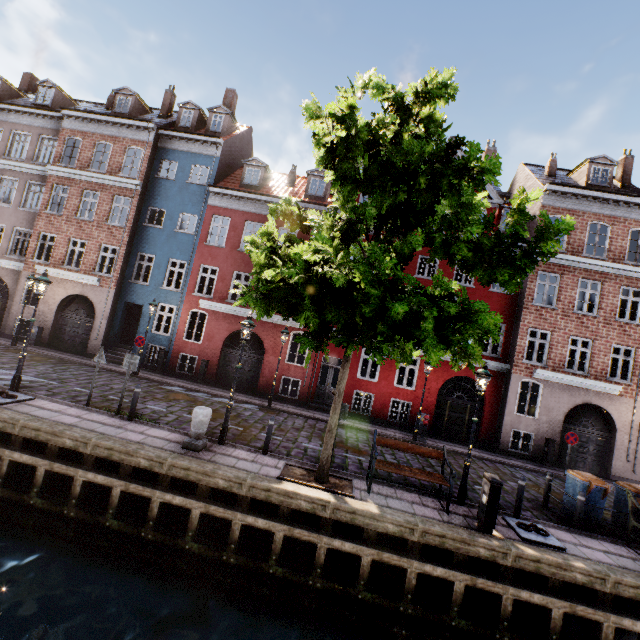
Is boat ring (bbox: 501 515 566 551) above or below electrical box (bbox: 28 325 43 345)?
below

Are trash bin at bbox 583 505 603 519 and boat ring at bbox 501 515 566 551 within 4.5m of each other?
yes

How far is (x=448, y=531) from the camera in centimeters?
707cm

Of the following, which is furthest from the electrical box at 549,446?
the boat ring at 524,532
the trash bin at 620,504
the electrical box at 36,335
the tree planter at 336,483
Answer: the electrical box at 36,335

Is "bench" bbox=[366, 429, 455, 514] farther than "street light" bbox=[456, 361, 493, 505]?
No

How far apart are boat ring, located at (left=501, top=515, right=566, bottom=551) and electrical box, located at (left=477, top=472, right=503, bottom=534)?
0.8 meters

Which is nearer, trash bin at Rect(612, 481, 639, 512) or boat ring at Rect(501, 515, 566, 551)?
boat ring at Rect(501, 515, 566, 551)

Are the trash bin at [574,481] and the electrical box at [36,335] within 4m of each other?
no
